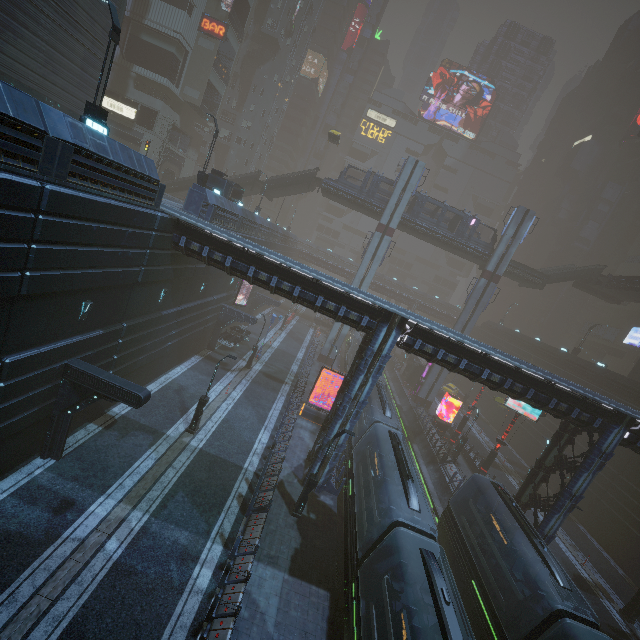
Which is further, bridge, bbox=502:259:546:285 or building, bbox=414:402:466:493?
bridge, bbox=502:259:546:285

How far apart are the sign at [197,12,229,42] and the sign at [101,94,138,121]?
12.73m

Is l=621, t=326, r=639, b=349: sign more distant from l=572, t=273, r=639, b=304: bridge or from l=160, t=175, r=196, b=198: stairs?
l=160, t=175, r=196, b=198: stairs

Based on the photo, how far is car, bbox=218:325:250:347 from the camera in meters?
32.6 m

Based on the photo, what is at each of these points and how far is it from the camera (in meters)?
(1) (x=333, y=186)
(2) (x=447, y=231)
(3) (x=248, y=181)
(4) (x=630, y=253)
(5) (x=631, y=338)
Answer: (1) bridge, 39.00
(2) bridge, 39.41
(3) stairs, 40.38
(4) building, 55.75
(5) sign, 48.88

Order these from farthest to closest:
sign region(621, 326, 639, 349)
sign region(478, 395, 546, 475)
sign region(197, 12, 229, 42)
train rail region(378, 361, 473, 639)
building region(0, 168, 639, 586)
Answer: sign region(621, 326, 639, 349), sign region(197, 12, 229, 42), sign region(478, 395, 546, 475), train rail region(378, 361, 473, 639), building region(0, 168, 639, 586)

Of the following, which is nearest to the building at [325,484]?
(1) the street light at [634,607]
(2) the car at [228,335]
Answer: (2) the car at [228,335]

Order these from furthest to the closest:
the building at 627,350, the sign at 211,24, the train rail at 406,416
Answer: the sign at 211,24 → the building at 627,350 → the train rail at 406,416
